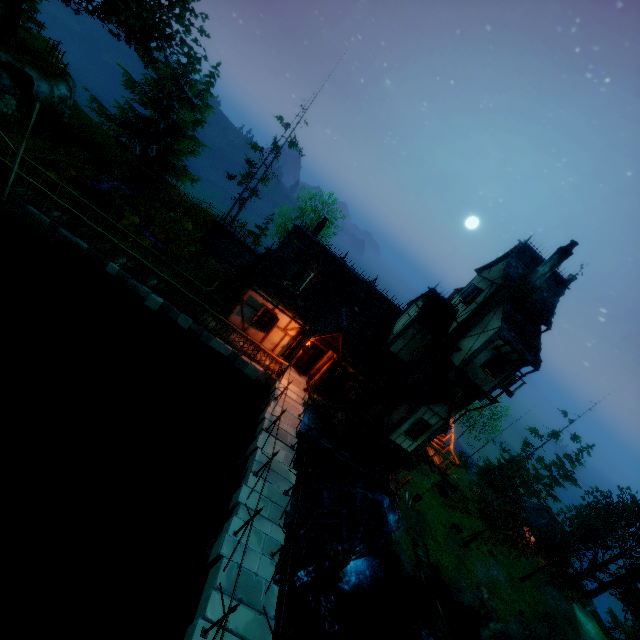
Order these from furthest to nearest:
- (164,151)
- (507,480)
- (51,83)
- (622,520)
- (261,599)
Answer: (507,480) < (622,520) < (164,151) < (51,83) < (261,599)

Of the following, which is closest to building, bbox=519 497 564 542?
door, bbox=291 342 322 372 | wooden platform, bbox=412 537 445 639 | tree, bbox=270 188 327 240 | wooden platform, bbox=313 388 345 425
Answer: wooden platform, bbox=412 537 445 639

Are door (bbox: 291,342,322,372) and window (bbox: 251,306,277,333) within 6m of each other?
yes

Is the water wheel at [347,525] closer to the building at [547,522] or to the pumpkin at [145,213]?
the pumpkin at [145,213]

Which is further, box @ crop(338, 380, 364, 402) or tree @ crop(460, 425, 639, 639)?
tree @ crop(460, 425, 639, 639)

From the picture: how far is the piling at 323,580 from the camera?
18.5m

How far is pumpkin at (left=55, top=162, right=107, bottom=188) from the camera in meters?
19.8 m

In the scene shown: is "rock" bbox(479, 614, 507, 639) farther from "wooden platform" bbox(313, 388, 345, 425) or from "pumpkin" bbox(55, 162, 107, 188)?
"pumpkin" bbox(55, 162, 107, 188)
